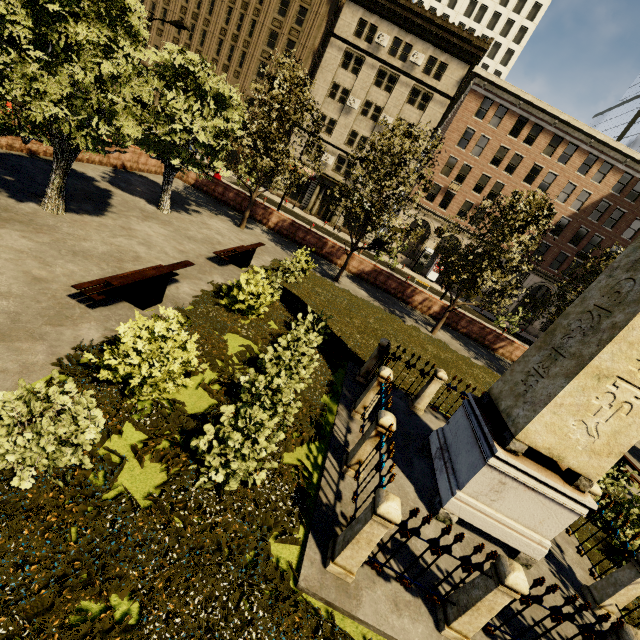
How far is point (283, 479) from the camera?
5.00m

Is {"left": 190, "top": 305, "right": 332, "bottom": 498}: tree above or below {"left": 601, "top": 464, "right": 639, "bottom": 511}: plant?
above

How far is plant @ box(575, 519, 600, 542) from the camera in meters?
7.5 m

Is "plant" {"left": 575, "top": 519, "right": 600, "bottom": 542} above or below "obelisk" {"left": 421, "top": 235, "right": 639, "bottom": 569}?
below

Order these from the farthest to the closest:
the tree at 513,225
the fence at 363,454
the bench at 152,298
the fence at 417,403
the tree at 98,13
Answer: the tree at 513,225 → the fence at 417,403 → the tree at 98,13 → the bench at 152,298 → the fence at 363,454

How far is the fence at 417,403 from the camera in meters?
8.5

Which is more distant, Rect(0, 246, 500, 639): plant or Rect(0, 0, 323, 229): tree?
Rect(0, 0, 323, 229): tree

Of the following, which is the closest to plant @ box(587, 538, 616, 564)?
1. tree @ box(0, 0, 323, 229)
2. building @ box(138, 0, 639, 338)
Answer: tree @ box(0, 0, 323, 229)
